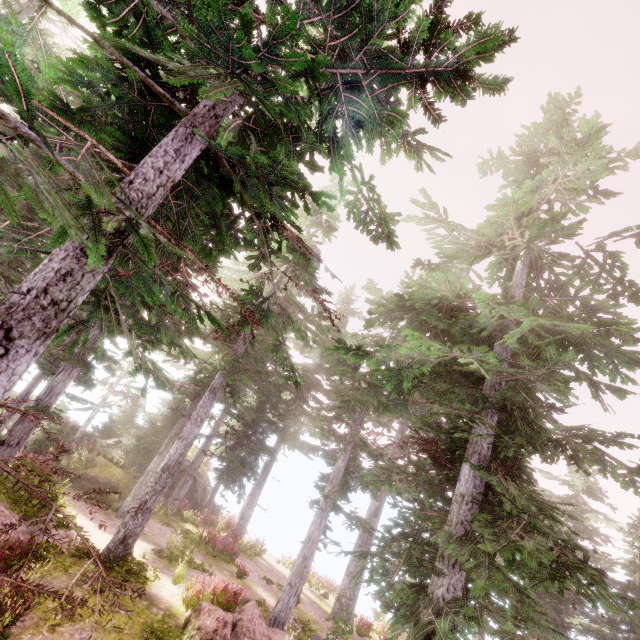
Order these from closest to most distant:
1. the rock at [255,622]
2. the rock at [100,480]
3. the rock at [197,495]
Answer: the rock at [255,622]
the rock at [100,480]
the rock at [197,495]

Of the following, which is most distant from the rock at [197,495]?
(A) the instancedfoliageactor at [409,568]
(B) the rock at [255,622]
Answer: (B) the rock at [255,622]

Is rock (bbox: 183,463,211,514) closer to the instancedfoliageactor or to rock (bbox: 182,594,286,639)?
the instancedfoliageactor

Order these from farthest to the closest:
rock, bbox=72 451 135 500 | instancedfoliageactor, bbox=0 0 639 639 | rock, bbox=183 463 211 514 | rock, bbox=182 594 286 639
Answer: rock, bbox=183 463 211 514
rock, bbox=72 451 135 500
rock, bbox=182 594 286 639
instancedfoliageactor, bbox=0 0 639 639

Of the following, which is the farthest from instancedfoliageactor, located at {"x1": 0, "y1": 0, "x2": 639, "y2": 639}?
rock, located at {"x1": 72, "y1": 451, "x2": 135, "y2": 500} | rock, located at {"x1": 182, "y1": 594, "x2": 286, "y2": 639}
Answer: rock, located at {"x1": 182, "y1": 594, "x2": 286, "y2": 639}

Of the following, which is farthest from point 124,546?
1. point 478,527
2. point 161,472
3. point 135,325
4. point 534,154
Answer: point 534,154
